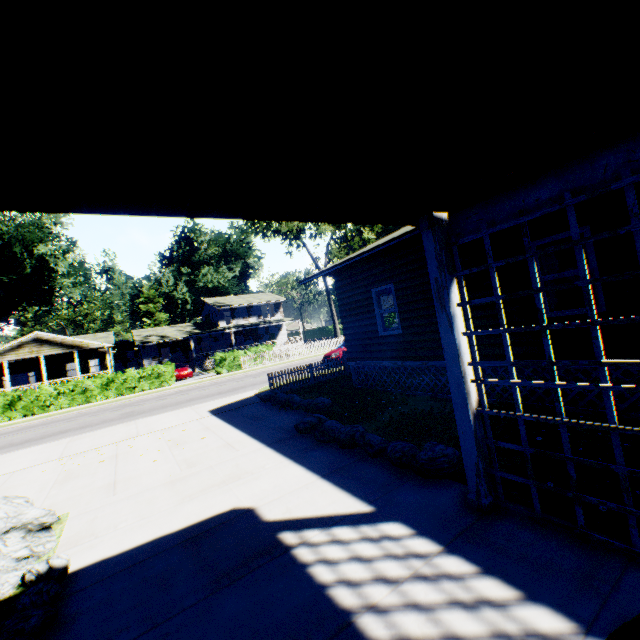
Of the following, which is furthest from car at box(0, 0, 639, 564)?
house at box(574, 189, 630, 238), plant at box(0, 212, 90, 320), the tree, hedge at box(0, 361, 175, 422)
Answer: plant at box(0, 212, 90, 320)

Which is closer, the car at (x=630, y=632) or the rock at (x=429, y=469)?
the car at (x=630, y=632)

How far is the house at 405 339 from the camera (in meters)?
9.02

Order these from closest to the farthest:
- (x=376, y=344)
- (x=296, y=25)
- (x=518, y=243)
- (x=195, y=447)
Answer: (x=296, y=25) → (x=518, y=243) → (x=195, y=447) → (x=376, y=344)

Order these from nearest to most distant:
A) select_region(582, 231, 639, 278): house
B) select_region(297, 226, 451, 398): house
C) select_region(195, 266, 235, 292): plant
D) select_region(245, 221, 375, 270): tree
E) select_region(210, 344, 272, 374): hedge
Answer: select_region(582, 231, 639, 278): house < select_region(297, 226, 451, 398): house < select_region(210, 344, 272, 374): hedge < select_region(245, 221, 375, 270): tree < select_region(195, 266, 235, 292): plant

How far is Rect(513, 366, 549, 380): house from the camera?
6.8m

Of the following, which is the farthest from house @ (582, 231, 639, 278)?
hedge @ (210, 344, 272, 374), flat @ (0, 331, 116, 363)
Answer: flat @ (0, 331, 116, 363)

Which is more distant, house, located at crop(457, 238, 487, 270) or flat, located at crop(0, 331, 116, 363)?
flat, located at crop(0, 331, 116, 363)
